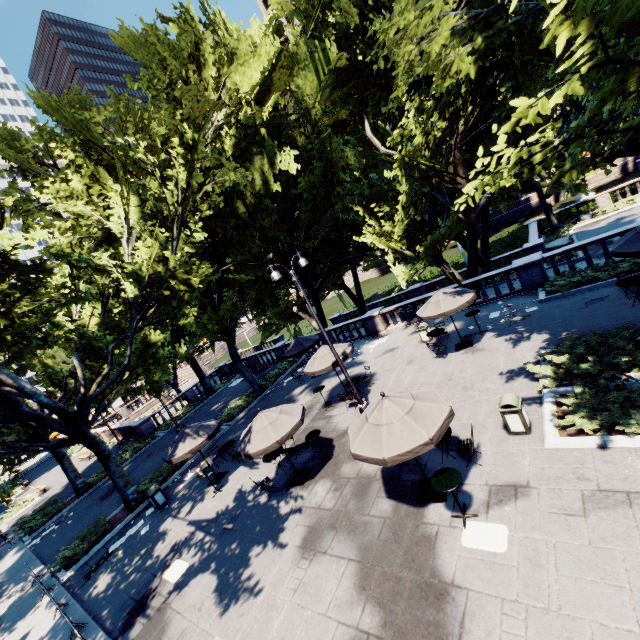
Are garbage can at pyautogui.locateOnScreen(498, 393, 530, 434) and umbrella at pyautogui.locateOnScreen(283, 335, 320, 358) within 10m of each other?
no

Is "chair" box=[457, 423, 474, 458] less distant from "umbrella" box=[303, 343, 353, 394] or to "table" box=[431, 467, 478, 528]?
"table" box=[431, 467, 478, 528]

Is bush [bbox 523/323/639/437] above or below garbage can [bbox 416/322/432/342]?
below

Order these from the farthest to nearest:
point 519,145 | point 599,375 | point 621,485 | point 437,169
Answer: point 437,169 < point 599,375 < point 621,485 < point 519,145

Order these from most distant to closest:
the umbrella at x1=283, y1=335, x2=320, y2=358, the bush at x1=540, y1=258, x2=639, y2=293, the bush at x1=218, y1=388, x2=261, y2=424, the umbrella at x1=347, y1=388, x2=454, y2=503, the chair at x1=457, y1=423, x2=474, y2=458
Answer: the bush at x1=218, y1=388, x2=261, y2=424 → the umbrella at x1=283, y1=335, x2=320, y2=358 → the bush at x1=540, y1=258, x2=639, y2=293 → the chair at x1=457, y1=423, x2=474, y2=458 → the umbrella at x1=347, y1=388, x2=454, y2=503

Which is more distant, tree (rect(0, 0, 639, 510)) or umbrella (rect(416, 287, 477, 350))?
umbrella (rect(416, 287, 477, 350))

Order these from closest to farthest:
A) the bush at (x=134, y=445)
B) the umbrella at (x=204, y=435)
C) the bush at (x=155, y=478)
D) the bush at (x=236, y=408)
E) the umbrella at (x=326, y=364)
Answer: the umbrella at (x=204, y=435) < the umbrella at (x=326, y=364) < the bush at (x=155, y=478) < the bush at (x=236, y=408) < the bush at (x=134, y=445)

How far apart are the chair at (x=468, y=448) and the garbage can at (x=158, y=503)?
14.0m
